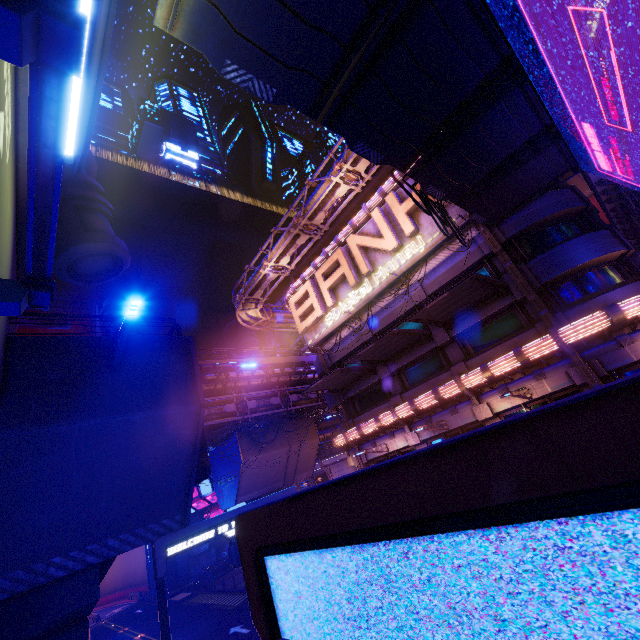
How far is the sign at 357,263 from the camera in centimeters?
1962cm

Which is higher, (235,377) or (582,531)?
(235,377)

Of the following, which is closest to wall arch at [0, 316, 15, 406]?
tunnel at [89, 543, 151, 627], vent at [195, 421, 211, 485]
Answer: vent at [195, 421, 211, 485]

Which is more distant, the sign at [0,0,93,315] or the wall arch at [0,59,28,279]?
the wall arch at [0,59,28,279]

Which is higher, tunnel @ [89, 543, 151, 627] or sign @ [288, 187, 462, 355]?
sign @ [288, 187, 462, 355]

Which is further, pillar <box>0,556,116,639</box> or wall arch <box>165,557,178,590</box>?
wall arch <box>165,557,178,590</box>

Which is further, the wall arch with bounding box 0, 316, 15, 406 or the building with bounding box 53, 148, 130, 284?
the building with bounding box 53, 148, 130, 284

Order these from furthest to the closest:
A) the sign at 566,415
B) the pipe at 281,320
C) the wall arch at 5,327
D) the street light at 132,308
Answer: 1. the pipe at 281,320
2. the street light at 132,308
3. the wall arch at 5,327
4. the sign at 566,415
